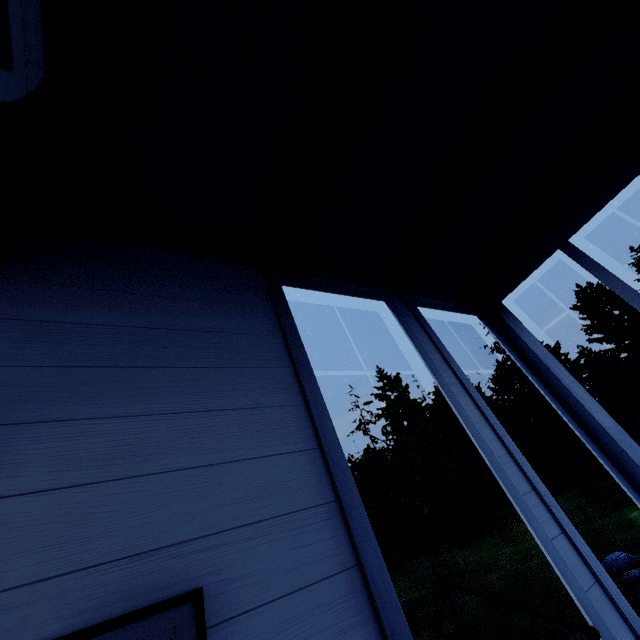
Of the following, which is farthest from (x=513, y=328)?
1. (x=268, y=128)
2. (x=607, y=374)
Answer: (x=607, y=374)
